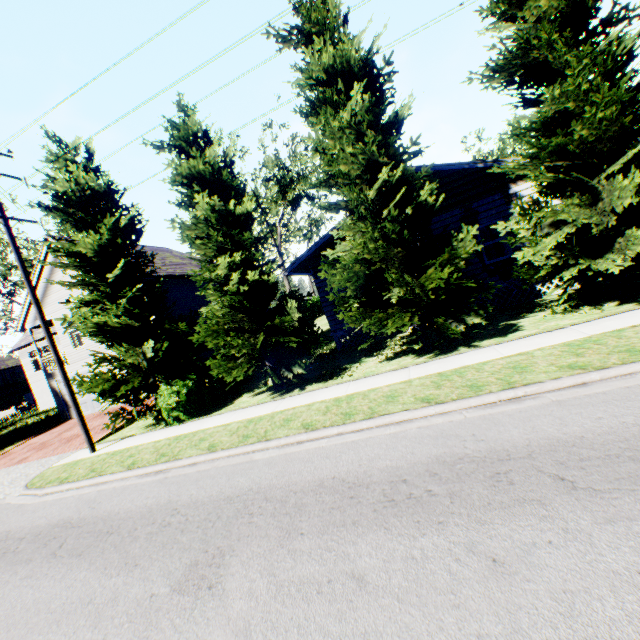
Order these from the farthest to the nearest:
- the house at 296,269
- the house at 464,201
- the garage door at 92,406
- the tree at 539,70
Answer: the garage door at 92,406 < the house at 296,269 < the house at 464,201 < the tree at 539,70

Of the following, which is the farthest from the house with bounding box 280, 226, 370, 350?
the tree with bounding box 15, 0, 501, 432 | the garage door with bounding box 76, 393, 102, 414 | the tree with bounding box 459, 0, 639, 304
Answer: the garage door with bounding box 76, 393, 102, 414

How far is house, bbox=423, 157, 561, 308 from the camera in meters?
12.4

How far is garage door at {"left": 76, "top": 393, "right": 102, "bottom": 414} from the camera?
21.0 meters

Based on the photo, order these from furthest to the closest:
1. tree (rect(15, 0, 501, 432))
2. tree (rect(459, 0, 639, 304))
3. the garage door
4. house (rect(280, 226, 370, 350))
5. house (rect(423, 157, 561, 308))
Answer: the garage door → house (rect(280, 226, 370, 350)) → house (rect(423, 157, 561, 308)) → tree (rect(15, 0, 501, 432)) → tree (rect(459, 0, 639, 304))

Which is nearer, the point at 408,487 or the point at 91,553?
the point at 408,487

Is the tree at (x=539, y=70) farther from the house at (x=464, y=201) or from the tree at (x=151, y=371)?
the house at (x=464, y=201)
